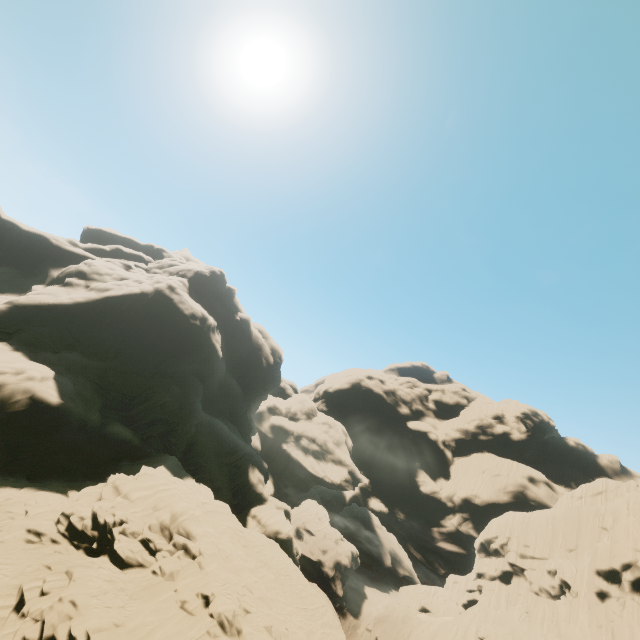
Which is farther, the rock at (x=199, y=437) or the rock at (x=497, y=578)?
the rock at (x=497, y=578)

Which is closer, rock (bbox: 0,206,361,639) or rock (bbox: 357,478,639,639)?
rock (bbox: 0,206,361,639)

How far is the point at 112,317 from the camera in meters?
38.9 m
